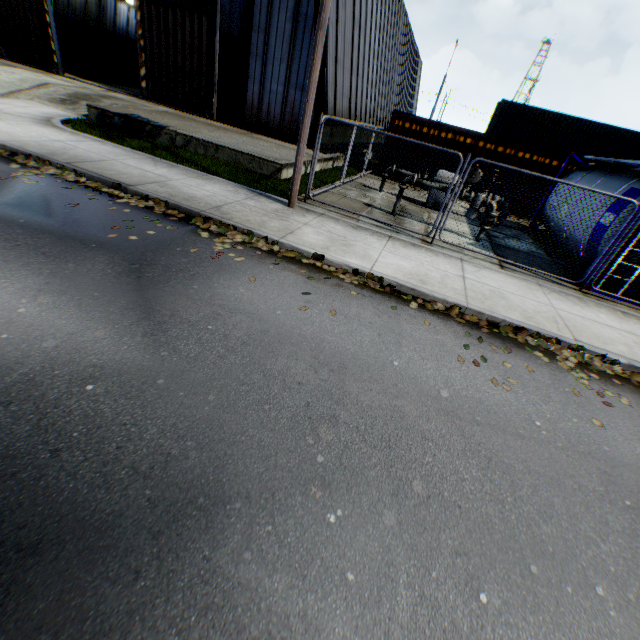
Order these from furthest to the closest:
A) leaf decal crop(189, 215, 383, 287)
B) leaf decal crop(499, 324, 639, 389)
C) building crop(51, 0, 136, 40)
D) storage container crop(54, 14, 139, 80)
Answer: building crop(51, 0, 136, 40) < storage container crop(54, 14, 139, 80) < leaf decal crop(189, 215, 383, 287) < leaf decal crop(499, 324, 639, 389)

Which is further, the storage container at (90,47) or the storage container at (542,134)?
the storage container at (90,47)

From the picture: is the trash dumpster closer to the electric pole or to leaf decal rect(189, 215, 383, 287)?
the electric pole

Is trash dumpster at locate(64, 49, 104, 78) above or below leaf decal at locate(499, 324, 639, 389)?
above

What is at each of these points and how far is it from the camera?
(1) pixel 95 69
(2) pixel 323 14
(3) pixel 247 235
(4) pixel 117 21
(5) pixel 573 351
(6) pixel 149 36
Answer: (1) trash dumpster, 23.4m
(2) electric pole, 6.4m
(3) leaf decal, 6.5m
(4) building, 30.0m
(5) leaf decal, 5.5m
(6) hanging door, 16.1m

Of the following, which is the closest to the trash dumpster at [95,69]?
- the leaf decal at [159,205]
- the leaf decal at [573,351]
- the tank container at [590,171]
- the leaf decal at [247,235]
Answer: the leaf decal at [159,205]

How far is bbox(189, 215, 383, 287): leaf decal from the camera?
6.0m

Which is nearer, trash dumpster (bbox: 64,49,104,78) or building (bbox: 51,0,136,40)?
trash dumpster (bbox: 64,49,104,78)
